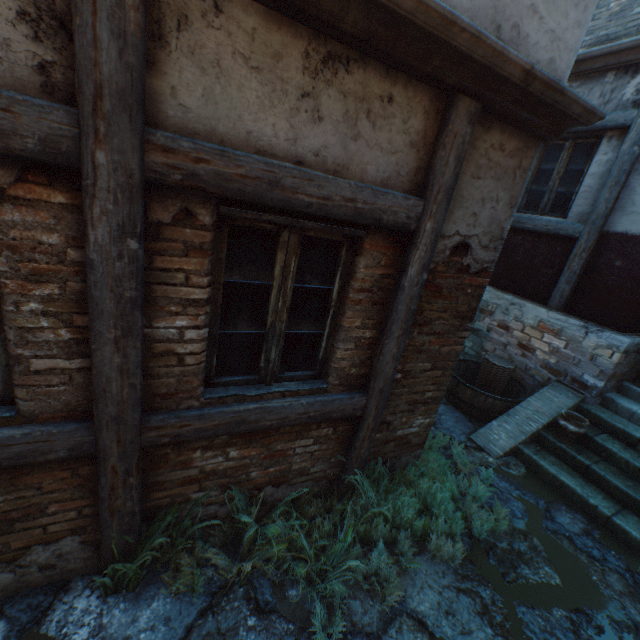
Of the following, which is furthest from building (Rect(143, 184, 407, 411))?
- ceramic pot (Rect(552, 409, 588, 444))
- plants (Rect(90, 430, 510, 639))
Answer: ceramic pot (Rect(552, 409, 588, 444))

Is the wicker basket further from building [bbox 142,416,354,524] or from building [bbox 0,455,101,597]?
building [bbox 0,455,101,597]

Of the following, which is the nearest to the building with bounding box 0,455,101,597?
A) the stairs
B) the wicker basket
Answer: the stairs

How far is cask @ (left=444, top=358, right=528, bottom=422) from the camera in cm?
529

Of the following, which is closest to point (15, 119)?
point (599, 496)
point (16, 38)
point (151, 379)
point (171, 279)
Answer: point (16, 38)

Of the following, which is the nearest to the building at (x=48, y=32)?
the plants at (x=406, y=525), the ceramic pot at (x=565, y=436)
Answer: the plants at (x=406, y=525)

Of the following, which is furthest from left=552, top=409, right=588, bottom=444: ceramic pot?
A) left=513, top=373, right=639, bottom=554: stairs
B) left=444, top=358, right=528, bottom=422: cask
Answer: left=444, top=358, right=528, bottom=422: cask

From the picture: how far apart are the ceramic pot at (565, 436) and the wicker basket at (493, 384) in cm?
103
